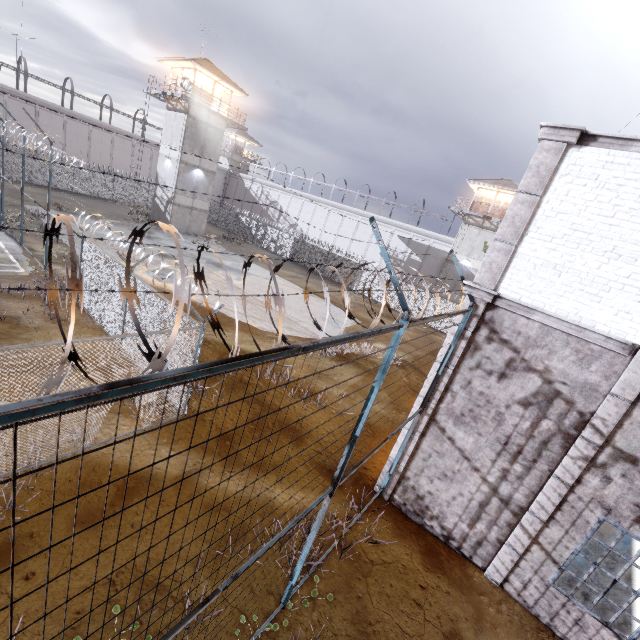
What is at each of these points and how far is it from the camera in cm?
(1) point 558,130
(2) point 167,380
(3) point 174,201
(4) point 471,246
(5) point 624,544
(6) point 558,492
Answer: (1) trim, 603
(2) fence, 150
(3) building, 3161
(4) building, 3334
(5) column, 938
(6) trim, 648

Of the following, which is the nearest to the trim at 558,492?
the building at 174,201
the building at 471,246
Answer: the building at 471,246

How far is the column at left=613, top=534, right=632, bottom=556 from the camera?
9.3m

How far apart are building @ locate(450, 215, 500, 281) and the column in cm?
2638

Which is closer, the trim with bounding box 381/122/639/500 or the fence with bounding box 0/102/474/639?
the fence with bounding box 0/102/474/639

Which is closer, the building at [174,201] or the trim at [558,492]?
the trim at [558,492]

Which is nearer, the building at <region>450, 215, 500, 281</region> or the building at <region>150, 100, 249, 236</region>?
the building at <region>150, 100, 249, 236</region>

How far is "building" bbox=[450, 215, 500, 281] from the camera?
32.34m
